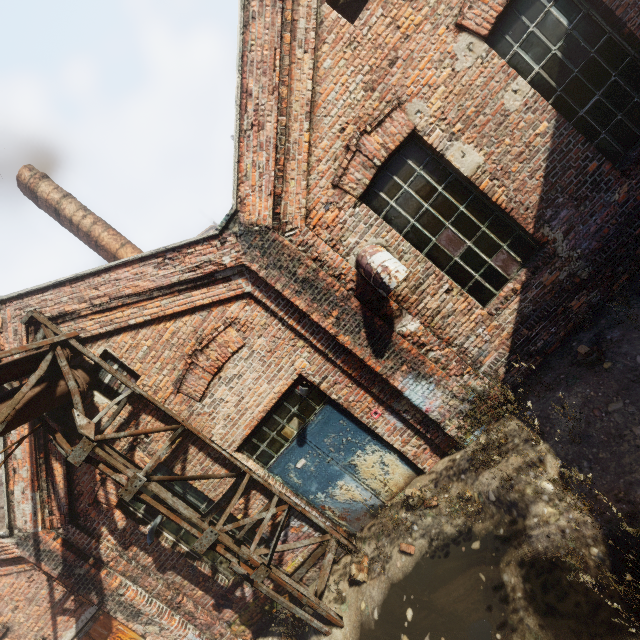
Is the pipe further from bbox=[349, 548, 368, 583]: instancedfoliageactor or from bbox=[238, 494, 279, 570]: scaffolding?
bbox=[349, 548, 368, 583]: instancedfoliageactor

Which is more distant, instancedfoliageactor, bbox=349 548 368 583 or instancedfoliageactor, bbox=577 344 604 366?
instancedfoliageactor, bbox=349 548 368 583

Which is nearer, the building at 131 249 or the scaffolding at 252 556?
the scaffolding at 252 556

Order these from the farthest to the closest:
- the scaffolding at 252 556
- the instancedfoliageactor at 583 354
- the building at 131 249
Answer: the building at 131 249 → the scaffolding at 252 556 → the instancedfoliageactor at 583 354

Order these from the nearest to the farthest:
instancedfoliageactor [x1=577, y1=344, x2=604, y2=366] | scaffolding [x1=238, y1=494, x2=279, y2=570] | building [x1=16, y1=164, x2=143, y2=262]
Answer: instancedfoliageactor [x1=577, y1=344, x2=604, y2=366]
scaffolding [x1=238, y1=494, x2=279, y2=570]
building [x1=16, y1=164, x2=143, y2=262]

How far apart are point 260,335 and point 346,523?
3.9 meters

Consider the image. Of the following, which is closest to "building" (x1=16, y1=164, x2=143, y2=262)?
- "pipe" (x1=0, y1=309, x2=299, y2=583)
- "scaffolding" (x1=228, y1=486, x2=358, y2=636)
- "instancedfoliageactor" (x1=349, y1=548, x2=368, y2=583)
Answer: "pipe" (x1=0, y1=309, x2=299, y2=583)
